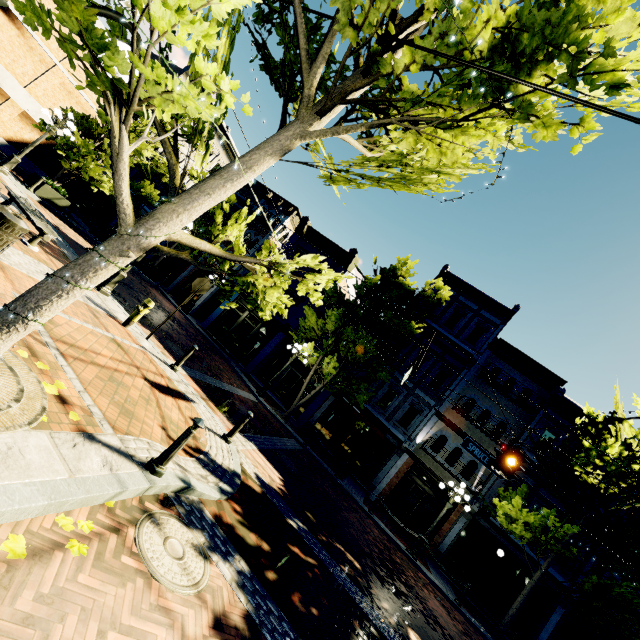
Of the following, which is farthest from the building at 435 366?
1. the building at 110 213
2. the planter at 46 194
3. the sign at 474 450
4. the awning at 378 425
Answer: the planter at 46 194

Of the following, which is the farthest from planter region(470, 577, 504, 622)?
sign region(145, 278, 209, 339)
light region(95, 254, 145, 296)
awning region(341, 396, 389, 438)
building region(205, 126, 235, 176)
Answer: building region(205, 126, 235, 176)

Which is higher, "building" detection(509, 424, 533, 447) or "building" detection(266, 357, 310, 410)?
"building" detection(509, 424, 533, 447)

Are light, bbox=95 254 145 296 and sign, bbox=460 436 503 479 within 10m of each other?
no

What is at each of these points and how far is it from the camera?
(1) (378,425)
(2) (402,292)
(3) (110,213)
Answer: (1) awning, 18.1 meters
(2) tree, 16.7 meters
(3) building, 26.0 meters

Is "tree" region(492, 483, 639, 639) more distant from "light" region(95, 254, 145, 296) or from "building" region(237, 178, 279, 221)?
"light" region(95, 254, 145, 296)

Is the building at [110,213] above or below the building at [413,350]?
below
